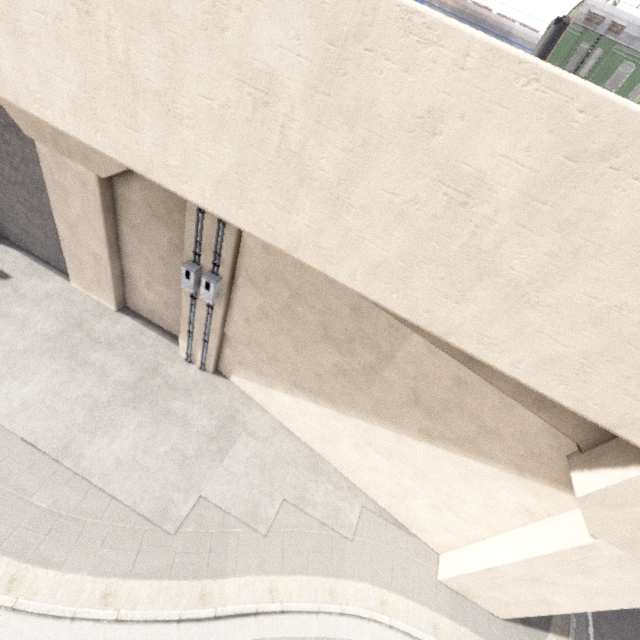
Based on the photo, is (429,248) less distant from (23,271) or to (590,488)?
(590,488)

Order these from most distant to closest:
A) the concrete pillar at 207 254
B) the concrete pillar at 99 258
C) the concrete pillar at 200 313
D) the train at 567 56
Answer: the train at 567 56, the concrete pillar at 200 313, the concrete pillar at 99 258, the concrete pillar at 207 254

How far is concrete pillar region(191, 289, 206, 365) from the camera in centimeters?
907cm

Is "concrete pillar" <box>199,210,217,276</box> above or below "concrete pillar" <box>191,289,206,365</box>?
above

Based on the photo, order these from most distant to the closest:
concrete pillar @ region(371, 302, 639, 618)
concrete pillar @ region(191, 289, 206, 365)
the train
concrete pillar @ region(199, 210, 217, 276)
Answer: the train < concrete pillar @ region(191, 289, 206, 365) < concrete pillar @ region(199, 210, 217, 276) < concrete pillar @ region(371, 302, 639, 618)

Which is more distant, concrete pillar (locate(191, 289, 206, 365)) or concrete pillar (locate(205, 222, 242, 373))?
concrete pillar (locate(191, 289, 206, 365))

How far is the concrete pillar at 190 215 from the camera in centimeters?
732cm
